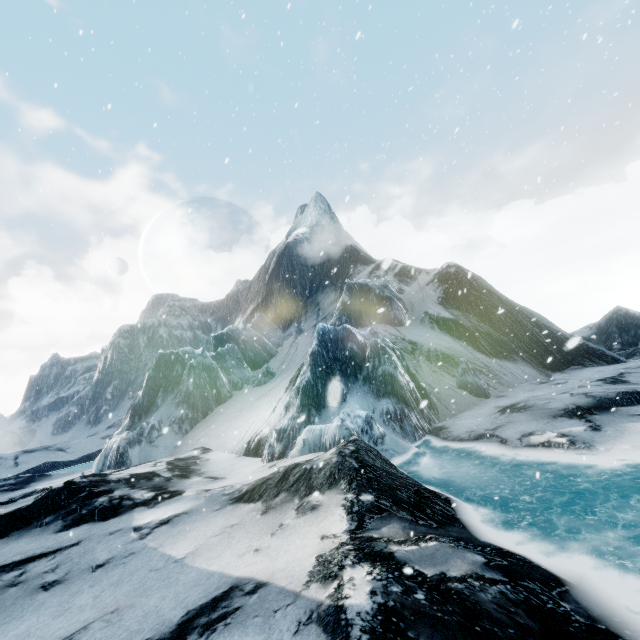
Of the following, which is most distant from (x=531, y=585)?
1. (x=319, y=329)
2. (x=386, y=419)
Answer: (x=319, y=329)
